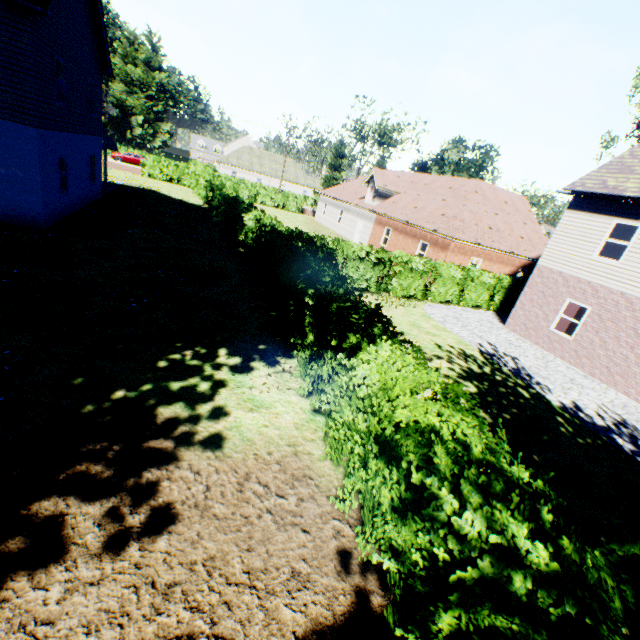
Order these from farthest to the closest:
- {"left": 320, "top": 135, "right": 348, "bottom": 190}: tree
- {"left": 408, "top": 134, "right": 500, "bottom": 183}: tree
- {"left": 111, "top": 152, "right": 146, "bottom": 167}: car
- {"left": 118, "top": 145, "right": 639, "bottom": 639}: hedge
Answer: {"left": 111, "top": 152, "right": 146, "bottom": 167}: car < {"left": 320, "top": 135, "right": 348, "bottom": 190}: tree < {"left": 408, "top": 134, "right": 500, "bottom": 183}: tree < {"left": 118, "top": 145, "right": 639, "bottom": 639}: hedge

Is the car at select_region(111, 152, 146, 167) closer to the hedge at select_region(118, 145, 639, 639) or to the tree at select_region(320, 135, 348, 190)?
the hedge at select_region(118, 145, 639, 639)

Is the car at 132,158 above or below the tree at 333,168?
below

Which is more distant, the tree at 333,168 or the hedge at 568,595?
the tree at 333,168

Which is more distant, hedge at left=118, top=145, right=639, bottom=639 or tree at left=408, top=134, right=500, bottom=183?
tree at left=408, top=134, right=500, bottom=183

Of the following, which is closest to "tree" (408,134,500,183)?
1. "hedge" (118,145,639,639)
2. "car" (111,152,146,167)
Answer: "hedge" (118,145,639,639)

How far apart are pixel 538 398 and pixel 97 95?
25.5m
